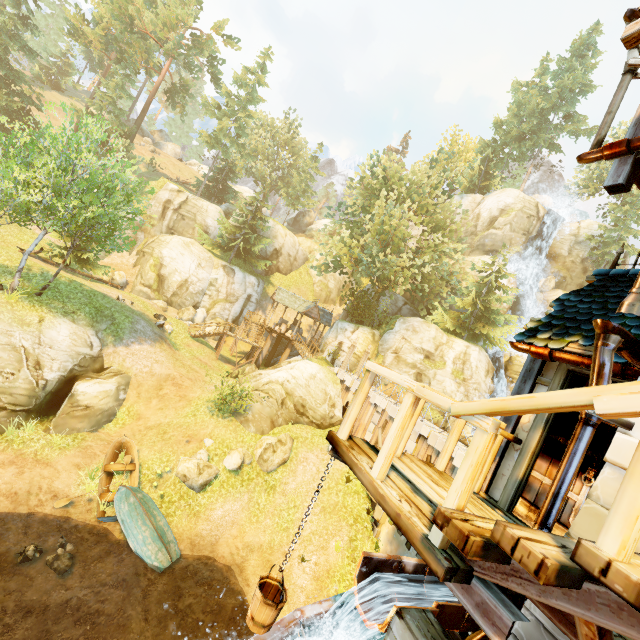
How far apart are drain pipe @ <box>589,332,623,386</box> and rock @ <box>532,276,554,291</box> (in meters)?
39.44

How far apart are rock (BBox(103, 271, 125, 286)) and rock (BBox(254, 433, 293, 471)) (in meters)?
22.09

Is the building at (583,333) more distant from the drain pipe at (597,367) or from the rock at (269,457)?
the rock at (269,457)

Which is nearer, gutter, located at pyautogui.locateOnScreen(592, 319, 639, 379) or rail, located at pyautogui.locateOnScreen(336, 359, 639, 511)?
rail, located at pyautogui.locateOnScreen(336, 359, 639, 511)

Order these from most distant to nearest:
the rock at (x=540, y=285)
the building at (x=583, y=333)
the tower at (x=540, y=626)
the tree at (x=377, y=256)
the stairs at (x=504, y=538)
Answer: the rock at (x=540, y=285), the tree at (x=377, y=256), the building at (x=583, y=333), the tower at (x=540, y=626), the stairs at (x=504, y=538)

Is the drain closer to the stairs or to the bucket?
the bucket

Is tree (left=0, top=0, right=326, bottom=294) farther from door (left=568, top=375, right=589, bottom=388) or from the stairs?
door (left=568, top=375, right=589, bottom=388)

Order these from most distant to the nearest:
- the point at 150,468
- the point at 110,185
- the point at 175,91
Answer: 1. the point at 175,91
2. the point at 110,185
3. the point at 150,468
